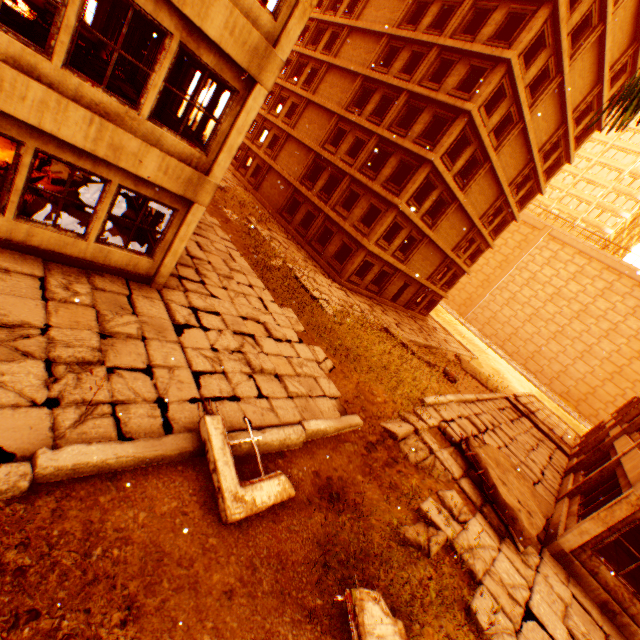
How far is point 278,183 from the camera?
28.7m

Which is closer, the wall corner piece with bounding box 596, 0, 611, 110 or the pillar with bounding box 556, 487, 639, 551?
the pillar with bounding box 556, 487, 639, 551

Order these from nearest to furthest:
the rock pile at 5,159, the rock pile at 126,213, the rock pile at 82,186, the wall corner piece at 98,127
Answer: the wall corner piece at 98,127 < the rock pile at 5,159 < the rock pile at 82,186 < the rock pile at 126,213

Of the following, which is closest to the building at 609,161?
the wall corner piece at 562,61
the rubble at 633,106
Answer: the wall corner piece at 562,61

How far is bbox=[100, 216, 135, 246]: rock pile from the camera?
8.59m

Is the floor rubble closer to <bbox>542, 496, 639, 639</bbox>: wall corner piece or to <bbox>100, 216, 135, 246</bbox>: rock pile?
<bbox>542, 496, 639, 639</bbox>: wall corner piece

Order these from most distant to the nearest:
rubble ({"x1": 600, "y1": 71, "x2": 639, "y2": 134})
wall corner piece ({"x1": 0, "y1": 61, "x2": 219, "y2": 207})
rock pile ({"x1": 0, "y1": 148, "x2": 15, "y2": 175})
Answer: rock pile ({"x1": 0, "y1": 148, "x2": 15, "y2": 175}), wall corner piece ({"x1": 0, "y1": 61, "x2": 219, "y2": 207}), rubble ({"x1": 600, "y1": 71, "x2": 639, "y2": 134})

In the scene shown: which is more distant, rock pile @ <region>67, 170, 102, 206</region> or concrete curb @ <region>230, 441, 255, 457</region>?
rock pile @ <region>67, 170, 102, 206</region>
